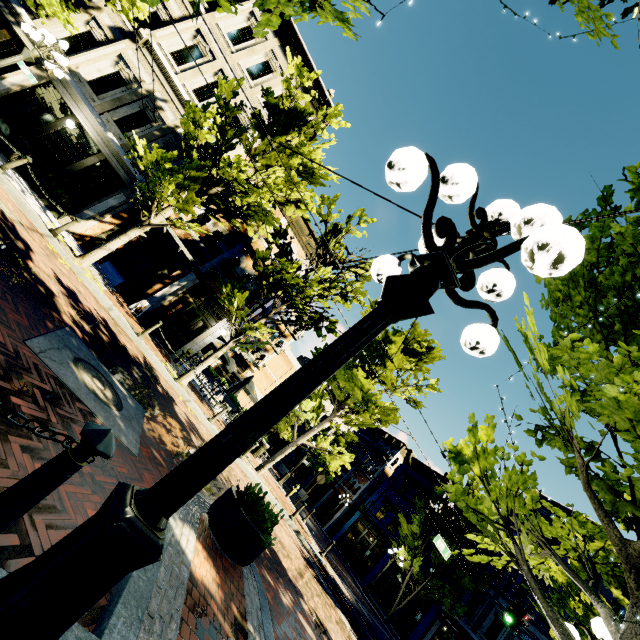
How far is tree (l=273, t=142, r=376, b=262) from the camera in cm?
1179

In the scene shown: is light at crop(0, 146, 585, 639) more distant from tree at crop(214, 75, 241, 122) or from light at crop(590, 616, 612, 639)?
light at crop(590, 616, 612, 639)

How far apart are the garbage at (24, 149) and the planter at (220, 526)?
14.7m

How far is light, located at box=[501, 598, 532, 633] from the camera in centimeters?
1240cm

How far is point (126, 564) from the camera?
1.27m

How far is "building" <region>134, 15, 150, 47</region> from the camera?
13.4m

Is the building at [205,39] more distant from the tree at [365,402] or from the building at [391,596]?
the building at [391,596]

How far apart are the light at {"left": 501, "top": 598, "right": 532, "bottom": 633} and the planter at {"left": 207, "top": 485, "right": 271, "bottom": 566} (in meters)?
13.70
